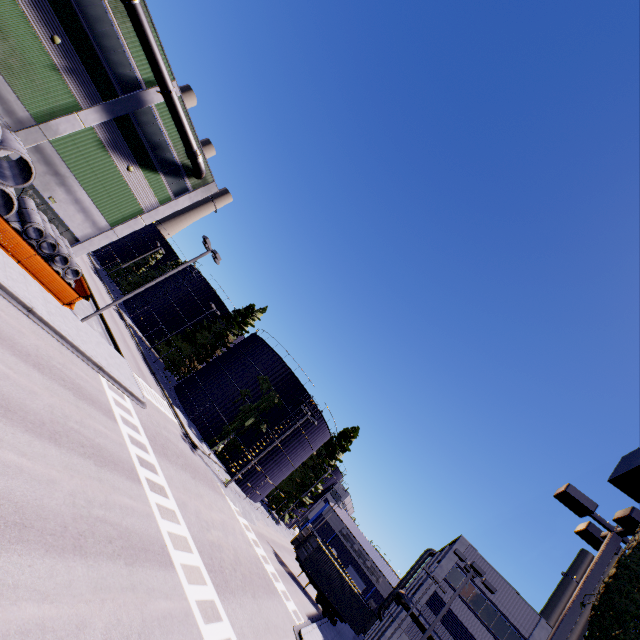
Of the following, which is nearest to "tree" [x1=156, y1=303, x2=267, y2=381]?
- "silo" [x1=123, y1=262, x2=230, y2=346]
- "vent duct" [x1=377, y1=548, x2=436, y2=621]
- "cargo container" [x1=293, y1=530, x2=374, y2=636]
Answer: "silo" [x1=123, y1=262, x2=230, y2=346]

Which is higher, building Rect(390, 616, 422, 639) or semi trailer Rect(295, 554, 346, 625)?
building Rect(390, 616, 422, 639)

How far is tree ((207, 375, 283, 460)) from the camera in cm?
3466

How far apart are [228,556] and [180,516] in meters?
4.8 m

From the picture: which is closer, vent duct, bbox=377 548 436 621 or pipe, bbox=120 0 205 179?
pipe, bbox=120 0 205 179

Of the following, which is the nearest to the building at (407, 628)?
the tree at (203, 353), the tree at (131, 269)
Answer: the tree at (203, 353)

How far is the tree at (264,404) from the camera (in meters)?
34.66

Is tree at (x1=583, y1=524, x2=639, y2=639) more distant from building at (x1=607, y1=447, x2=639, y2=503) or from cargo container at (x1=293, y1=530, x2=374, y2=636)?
cargo container at (x1=293, y1=530, x2=374, y2=636)
